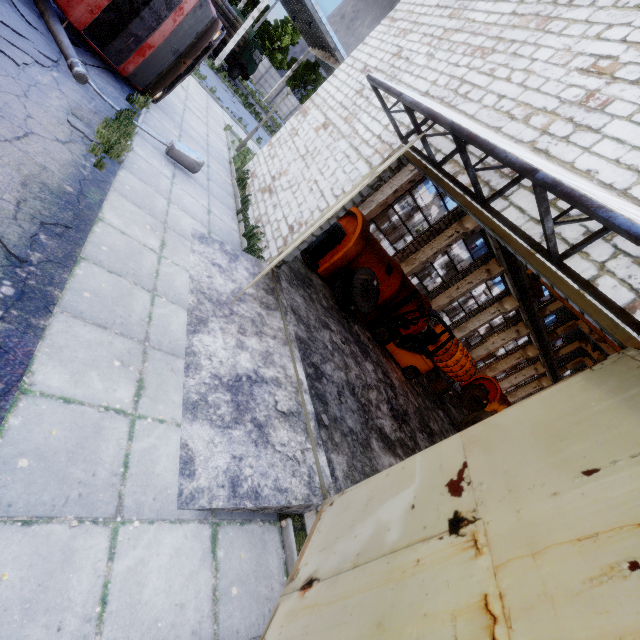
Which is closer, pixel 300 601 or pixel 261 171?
pixel 300 601

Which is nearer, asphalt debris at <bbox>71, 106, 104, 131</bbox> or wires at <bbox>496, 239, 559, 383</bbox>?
asphalt debris at <bbox>71, 106, 104, 131</bbox>

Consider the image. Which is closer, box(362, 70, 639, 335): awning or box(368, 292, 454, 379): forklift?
box(362, 70, 639, 335): awning

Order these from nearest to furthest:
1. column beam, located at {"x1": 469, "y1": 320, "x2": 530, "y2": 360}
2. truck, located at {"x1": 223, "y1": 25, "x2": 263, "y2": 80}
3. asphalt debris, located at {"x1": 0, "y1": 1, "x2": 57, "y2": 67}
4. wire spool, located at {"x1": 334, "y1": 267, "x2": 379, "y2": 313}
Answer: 1. asphalt debris, located at {"x1": 0, "y1": 1, "x2": 57, "y2": 67}
2. wire spool, located at {"x1": 334, "y1": 267, "x2": 379, "y2": 313}
3. column beam, located at {"x1": 469, "y1": 320, "x2": 530, "y2": 360}
4. truck, located at {"x1": 223, "y1": 25, "x2": 263, "y2": 80}

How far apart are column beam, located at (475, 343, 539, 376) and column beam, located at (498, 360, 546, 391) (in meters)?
3.99

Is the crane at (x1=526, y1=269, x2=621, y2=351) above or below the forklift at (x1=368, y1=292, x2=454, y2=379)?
above

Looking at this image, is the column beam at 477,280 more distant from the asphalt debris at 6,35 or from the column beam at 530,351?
the asphalt debris at 6,35

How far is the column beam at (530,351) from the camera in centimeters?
2794cm
